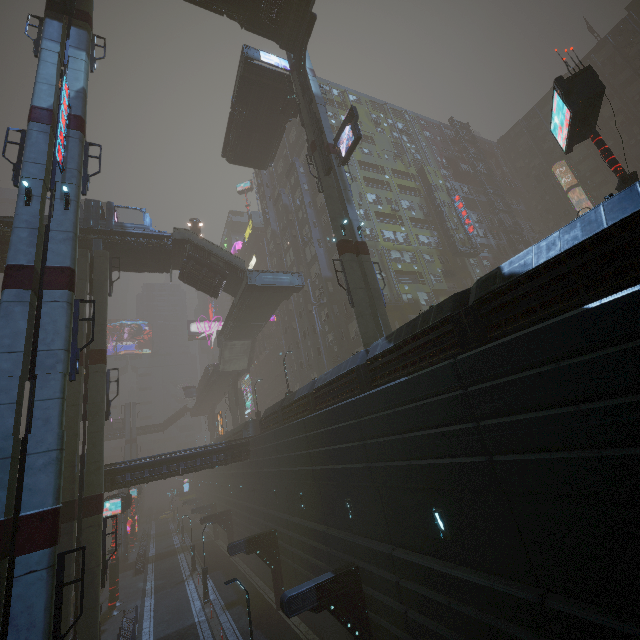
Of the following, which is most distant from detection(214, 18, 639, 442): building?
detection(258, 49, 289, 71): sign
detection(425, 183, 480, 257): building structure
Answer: detection(258, 49, 289, 71): sign

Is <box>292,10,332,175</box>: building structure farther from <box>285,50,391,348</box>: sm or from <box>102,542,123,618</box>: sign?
<box>102,542,123,618</box>: sign

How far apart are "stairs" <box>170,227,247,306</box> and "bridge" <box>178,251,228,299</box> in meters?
0.0

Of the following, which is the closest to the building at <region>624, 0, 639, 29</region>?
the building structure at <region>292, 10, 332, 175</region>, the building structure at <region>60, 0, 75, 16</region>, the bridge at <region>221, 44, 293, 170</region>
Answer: the bridge at <region>221, 44, 293, 170</region>

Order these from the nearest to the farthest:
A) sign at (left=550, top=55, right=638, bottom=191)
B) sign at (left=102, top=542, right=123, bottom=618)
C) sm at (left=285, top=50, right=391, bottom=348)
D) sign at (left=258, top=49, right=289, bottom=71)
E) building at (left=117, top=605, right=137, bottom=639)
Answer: sign at (left=550, top=55, right=638, bottom=191) < sm at (left=285, top=50, right=391, bottom=348) < building at (left=117, top=605, right=137, bottom=639) < sign at (left=258, top=49, right=289, bottom=71) < sign at (left=102, top=542, right=123, bottom=618)

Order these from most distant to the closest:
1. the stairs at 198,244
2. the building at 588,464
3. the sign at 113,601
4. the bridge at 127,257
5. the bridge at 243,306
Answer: the bridge at 243,306 → the stairs at 198,244 → the sign at 113,601 → the bridge at 127,257 → the building at 588,464

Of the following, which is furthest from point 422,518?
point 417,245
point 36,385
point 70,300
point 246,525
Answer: point 417,245

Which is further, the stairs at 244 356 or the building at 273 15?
the stairs at 244 356
